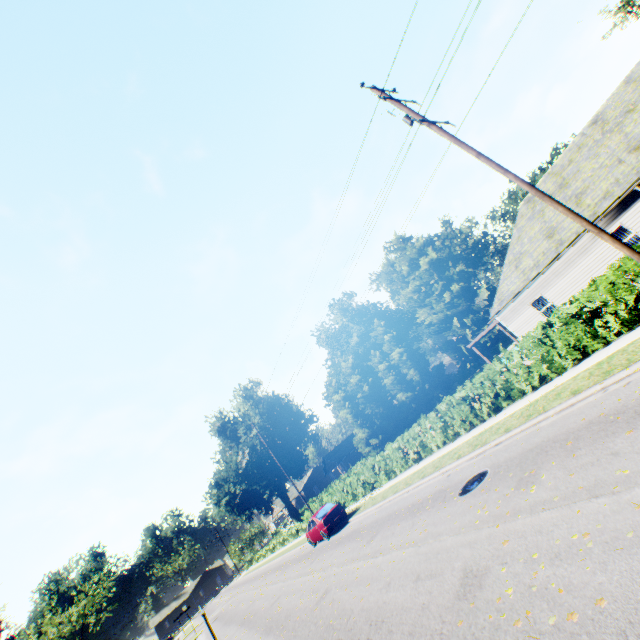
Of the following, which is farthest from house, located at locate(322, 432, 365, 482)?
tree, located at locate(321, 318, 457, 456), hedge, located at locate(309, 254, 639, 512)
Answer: hedge, located at locate(309, 254, 639, 512)

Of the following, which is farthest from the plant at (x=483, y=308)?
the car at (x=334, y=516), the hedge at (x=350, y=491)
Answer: the car at (x=334, y=516)

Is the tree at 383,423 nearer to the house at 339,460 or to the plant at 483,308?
the plant at 483,308

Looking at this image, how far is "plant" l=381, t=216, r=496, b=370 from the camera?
47.2 meters

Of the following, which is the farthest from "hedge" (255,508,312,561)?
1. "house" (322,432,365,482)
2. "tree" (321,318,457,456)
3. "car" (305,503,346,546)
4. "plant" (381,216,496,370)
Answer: "house" (322,432,365,482)

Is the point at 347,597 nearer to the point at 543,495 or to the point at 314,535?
the point at 543,495

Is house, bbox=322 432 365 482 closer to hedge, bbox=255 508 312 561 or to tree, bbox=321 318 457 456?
tree, bbox=321 318 457 456

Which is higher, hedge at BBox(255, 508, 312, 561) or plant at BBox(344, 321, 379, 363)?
plant at BBox(344, 321, 379, 363)
